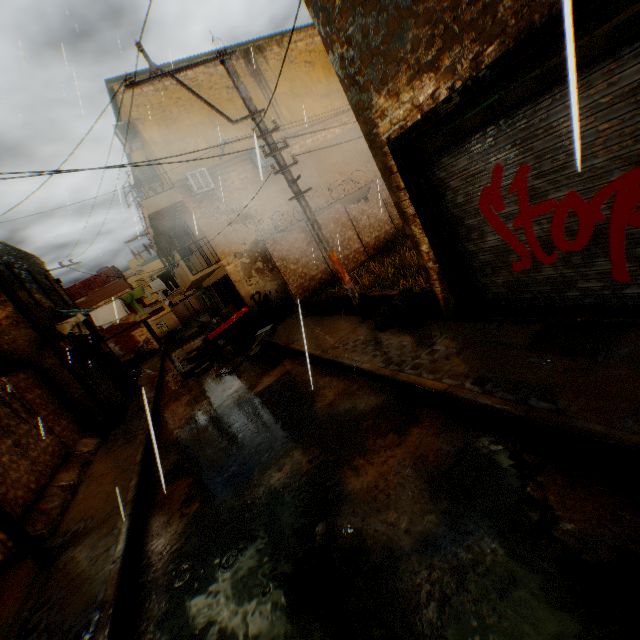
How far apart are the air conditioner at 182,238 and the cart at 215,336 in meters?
4.9

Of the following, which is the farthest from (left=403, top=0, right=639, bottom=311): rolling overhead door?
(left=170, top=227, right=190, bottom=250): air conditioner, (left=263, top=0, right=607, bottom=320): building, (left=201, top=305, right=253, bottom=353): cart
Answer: (left=170, top=227, right=190, bottom=250): air conditioner

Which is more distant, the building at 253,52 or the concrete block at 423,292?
the building at 253,52

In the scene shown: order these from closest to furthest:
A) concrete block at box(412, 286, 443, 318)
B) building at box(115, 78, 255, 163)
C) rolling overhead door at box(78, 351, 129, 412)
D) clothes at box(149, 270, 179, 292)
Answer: concrete block at box(412, 286, 443, 318) → building at box(115, 78, 255, 163) → clothes at box(149, 270, 179, 292) → rolling overhead door at box(78, 351, 129, 412)

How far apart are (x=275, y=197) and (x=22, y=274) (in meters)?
10.60

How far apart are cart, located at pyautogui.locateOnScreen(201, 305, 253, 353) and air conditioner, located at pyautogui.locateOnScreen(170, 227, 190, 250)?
4.9 meters

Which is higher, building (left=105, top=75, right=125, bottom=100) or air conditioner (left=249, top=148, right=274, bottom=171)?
building (left=105, top=75, right=125, bottom=100)

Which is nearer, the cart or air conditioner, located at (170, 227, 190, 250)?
the cart
